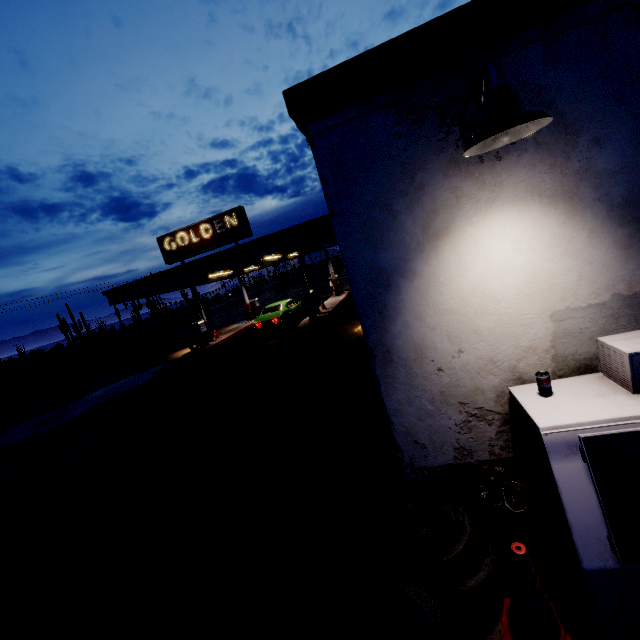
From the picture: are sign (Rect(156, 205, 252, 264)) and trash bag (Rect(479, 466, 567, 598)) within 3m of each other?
no

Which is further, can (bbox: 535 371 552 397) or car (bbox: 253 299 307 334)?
car (bbox: 253 299 307 334)

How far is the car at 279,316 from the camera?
17.4 meters

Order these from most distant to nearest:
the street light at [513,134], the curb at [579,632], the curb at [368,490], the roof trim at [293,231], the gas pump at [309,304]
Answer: the gas pump at [309,304]
the roof trim at [293,231]
the curb at [368,490]
the curb at [579,632]
the street light at [513,134]

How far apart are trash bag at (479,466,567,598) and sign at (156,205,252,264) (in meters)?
15.57

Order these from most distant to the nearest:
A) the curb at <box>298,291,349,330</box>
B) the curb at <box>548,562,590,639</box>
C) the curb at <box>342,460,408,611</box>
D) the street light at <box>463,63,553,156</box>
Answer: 1. the curb at <box>298,291,349,330</box>
2. the curb at <box>342,460,408,611</box>
3. the curb at <box>548,562,590,639</box>
4. the street light at <box>463,63,553,156</box>

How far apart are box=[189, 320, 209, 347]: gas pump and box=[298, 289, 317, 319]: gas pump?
6.5 meters

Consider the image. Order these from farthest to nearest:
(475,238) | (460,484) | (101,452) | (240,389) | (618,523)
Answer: (240,389)
(101,452)
(460,484)
(475,238)
(618,523)
